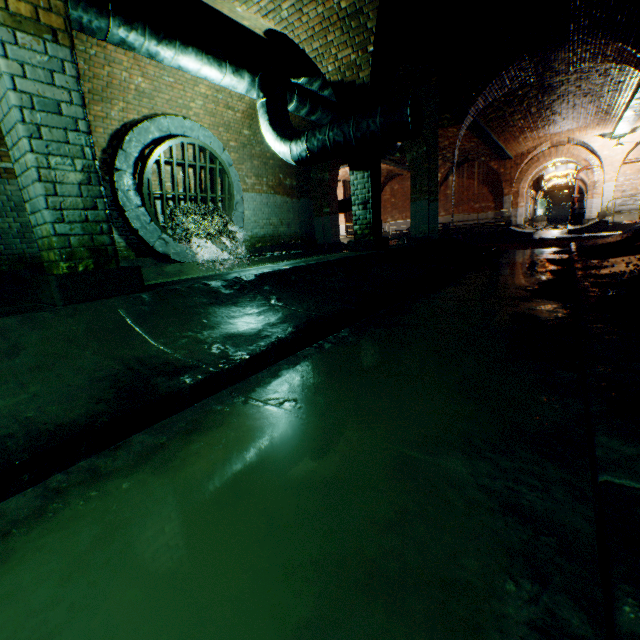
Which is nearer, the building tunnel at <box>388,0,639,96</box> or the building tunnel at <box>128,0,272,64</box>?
the building tunnel at <box>128,0,272,64</box>

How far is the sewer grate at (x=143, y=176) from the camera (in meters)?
7.13

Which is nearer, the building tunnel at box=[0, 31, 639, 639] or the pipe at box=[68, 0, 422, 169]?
the building tunnel at box=[0, 31, 639, 639]

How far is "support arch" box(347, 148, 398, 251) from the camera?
6.0 meters

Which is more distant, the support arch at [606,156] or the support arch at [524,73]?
the support arch at [606,156]

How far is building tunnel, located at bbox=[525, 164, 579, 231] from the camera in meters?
26.6 m

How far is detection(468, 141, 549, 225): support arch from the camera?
19.0 meters

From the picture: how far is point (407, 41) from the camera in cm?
561
